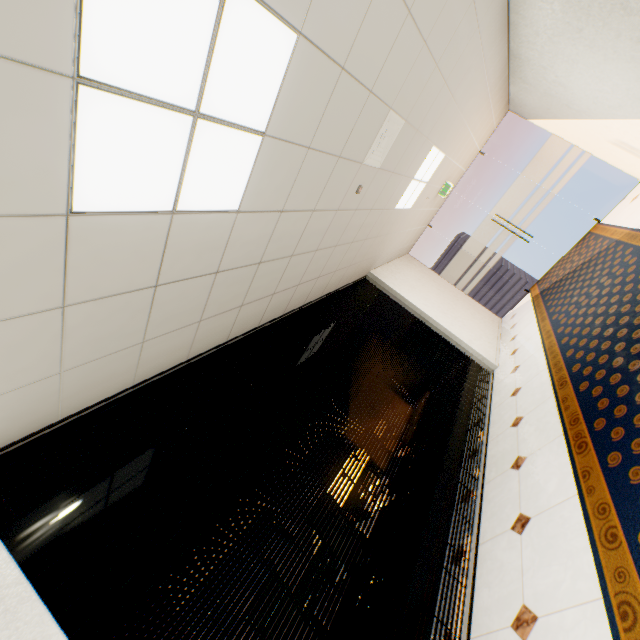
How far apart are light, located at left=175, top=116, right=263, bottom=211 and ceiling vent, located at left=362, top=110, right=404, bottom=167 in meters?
1.5

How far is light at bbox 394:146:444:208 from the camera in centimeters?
476cm

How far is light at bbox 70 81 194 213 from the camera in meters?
1.2 m

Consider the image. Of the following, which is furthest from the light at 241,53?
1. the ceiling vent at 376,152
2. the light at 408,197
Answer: the light at 408,197

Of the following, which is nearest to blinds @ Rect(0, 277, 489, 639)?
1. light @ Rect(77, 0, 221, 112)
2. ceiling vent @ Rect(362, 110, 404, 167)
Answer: light @ Rect(77, 0, 221, 112)

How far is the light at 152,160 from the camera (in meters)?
1.17

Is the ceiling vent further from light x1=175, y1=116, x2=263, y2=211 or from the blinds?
the blinds

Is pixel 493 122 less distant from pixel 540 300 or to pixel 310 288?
pixel 540 300
